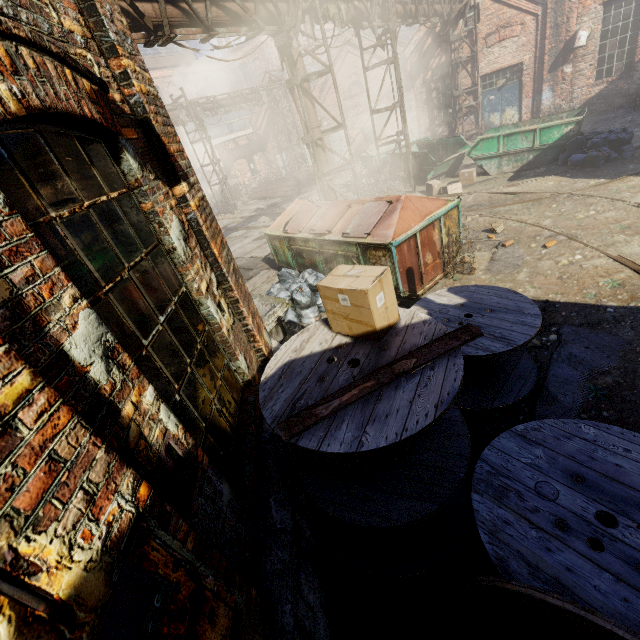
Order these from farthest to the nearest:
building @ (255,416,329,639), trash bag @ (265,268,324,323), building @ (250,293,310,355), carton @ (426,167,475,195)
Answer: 1. carton @ (426,167,475,195)
2. trash bag @ (265,268,324,323)
3. building @ (250,293,310,355)
4. building @ (255,416,329,639)

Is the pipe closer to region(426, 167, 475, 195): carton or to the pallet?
region(426, 167, 475, 195): carton

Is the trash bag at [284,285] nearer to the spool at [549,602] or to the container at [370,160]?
the spool at [549,602]

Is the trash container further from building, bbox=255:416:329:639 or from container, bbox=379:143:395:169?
container, bbox=379:143:395:169

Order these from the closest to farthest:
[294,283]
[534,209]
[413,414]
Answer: [413,414] → [294,283] → [534,209]

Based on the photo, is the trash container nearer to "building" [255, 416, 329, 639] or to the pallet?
"building" [255, 416, 329, 639]

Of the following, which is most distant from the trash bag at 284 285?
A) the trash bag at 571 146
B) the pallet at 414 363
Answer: the trash bag at 571 146

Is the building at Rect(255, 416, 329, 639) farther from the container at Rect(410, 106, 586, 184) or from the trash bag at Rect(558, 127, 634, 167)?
the trash bag at Rect(558, 127, 634, 167)
